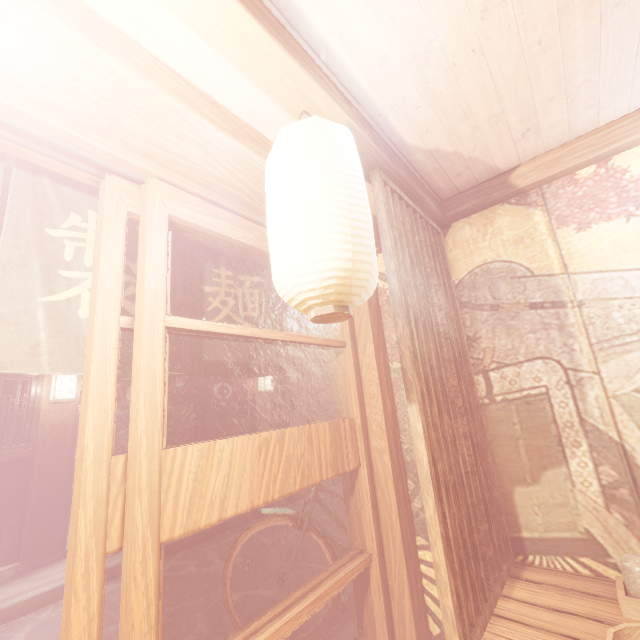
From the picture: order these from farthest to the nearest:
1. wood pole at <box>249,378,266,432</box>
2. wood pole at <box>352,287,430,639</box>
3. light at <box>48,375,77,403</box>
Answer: wood pole at <box>249,378,266,432</box> → light at <box>48,375,77,403</box> → wood pole at <box>352,287,430,639</box>

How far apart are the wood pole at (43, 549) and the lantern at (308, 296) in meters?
10.3 m

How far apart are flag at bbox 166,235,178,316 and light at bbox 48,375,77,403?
7.95m

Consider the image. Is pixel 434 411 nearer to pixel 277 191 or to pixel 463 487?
pixel 463 487

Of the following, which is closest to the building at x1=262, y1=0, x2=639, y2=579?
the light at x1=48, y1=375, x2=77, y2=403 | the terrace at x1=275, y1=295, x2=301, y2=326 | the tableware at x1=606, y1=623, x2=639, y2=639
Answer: the tableware at x1=606, y1=623, x2=639, y2=639

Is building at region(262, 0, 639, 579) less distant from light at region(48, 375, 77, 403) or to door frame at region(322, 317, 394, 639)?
door frame at region(322, 317, 394, 639)

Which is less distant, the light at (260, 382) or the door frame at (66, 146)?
the door frame at (66, 146)

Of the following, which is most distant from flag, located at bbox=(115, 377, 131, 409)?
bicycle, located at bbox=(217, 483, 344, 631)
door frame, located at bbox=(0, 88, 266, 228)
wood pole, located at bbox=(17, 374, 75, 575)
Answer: door frame, located at bbox=(0, 88, 266, 228)
